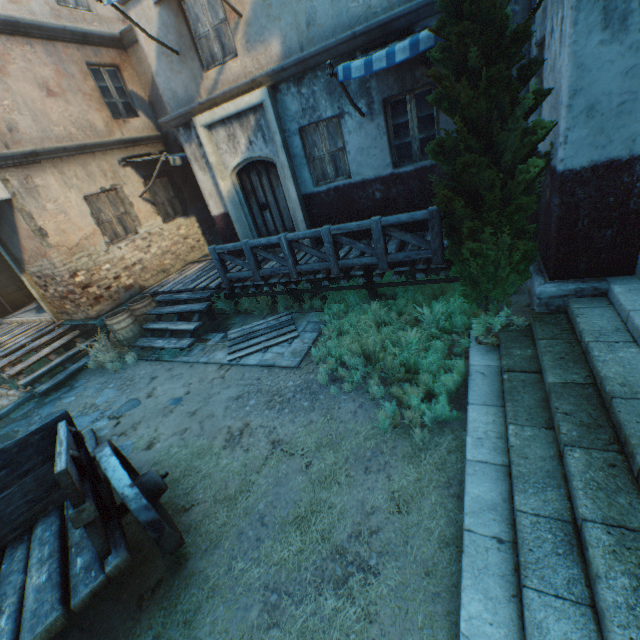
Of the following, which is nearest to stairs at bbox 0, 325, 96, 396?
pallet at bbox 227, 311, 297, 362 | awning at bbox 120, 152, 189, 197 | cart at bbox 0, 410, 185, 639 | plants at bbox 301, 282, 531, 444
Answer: cart at bbox 0, 410, 185, 639

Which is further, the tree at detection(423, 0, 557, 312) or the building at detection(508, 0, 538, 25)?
the building at detection(508, 0, 538, 25)

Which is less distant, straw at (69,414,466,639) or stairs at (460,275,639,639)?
stairs at (460,275,639,639)

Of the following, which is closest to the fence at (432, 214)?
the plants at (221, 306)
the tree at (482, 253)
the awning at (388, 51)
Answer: the tree at (482, 253)

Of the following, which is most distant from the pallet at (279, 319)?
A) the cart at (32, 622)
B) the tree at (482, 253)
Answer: the tree at (482, 253)

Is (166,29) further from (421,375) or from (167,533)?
(167,533)

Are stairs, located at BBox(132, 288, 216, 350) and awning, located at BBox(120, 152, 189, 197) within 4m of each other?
yes

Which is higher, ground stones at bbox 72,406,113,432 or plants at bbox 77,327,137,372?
plants at bbox 77,327,137,372
